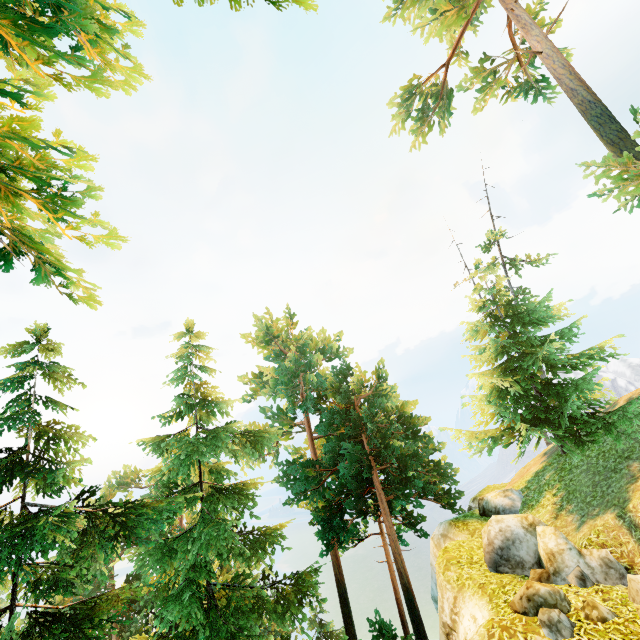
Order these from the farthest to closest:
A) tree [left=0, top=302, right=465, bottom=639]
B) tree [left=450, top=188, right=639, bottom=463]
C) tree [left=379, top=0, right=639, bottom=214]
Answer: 1. tree [left=379, top=0, right=639, bottom=214]
2. tree [left=450, top=188, right=639, bottom=463]
3. tree [left=0, top=302, right=465, bottom=639]

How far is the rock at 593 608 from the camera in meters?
6.5 m

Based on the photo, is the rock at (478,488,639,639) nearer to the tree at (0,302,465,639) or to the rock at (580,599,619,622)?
the rock at (580,599,619,622)

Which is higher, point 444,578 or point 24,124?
point 24,124

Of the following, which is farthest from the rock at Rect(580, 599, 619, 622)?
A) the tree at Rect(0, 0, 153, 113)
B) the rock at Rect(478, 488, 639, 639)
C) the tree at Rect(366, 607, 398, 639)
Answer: the tree at Rect(366, 607, 398, 639)

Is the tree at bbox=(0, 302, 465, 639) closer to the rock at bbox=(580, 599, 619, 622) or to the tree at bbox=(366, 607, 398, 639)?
the tree at bbox=(366, 607, 398, 639)

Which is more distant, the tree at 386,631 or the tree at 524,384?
the tree at 386,631

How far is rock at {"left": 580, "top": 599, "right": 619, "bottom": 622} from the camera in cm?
650
